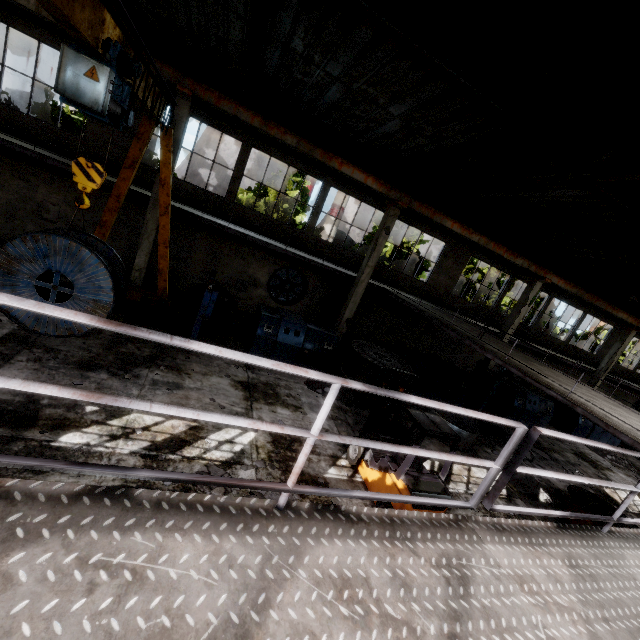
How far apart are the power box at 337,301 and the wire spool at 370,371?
7.1m

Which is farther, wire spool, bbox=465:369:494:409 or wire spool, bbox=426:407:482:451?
wire spool, bbox=465:369:494:409

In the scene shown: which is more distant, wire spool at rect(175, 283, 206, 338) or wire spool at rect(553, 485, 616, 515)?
wire spool at rect(175, 283, 206, 338)

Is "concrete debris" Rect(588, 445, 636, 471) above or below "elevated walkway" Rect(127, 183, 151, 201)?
below

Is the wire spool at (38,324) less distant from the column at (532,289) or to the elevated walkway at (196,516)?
the elevated walkway at (196,516)

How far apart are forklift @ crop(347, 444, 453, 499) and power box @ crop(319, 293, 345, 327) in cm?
934

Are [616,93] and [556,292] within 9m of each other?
no

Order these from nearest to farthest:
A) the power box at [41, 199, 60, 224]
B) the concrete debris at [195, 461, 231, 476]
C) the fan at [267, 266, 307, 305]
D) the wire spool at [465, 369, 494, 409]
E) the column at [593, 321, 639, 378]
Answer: the concrete debris at [195, 461, 231, 476] → the power box at [41, 199, 60, 224] → the wire spool at [465, 369, 494, 409] → the fan at [267, 266, 307, 305] → the column at [593, 321, 639, 378]
